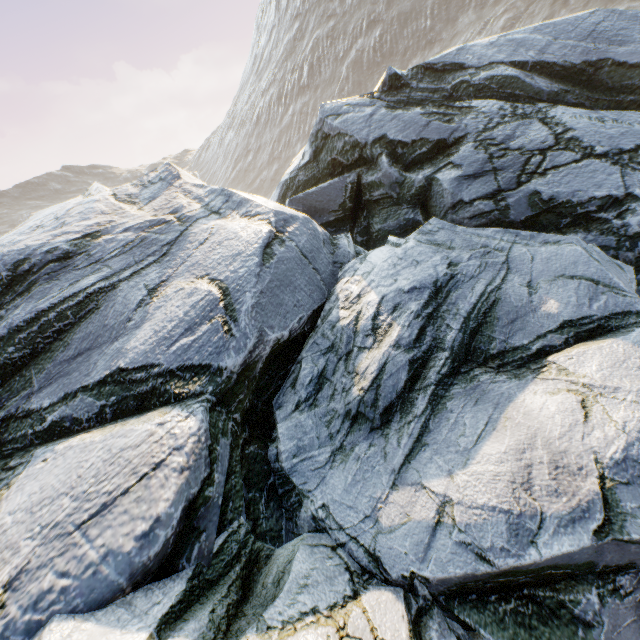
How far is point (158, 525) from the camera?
3.4m
